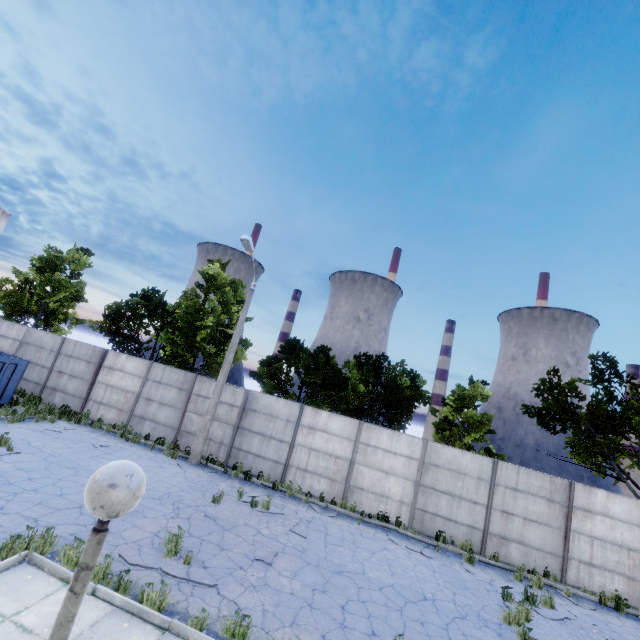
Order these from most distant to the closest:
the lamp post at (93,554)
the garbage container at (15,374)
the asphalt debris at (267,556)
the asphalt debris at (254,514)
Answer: the garbage container at (15,374)
the asphalt debris at (254,514)
the asphalt debris at (267,556)
the lamp post at (93,554)

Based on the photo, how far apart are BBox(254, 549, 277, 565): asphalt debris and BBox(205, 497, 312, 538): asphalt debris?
1.4m

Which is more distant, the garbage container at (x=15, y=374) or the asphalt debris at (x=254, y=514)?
the garbage container at (x=15, y=374)

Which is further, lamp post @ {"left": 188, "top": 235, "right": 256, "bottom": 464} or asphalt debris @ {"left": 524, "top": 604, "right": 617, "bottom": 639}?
lamp post @ {"left": 188, "top": 235, "right": 256, "bottom": 464}

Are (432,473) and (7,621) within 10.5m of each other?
no

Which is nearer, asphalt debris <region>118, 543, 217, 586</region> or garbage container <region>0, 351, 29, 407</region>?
asphalt debris <region>118, 543, 217, 586</region>

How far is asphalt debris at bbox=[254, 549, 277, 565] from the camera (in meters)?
7.99

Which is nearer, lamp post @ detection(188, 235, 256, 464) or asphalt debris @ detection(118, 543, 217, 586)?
asphalt debris @ detection(118, 543, 217, 586)
